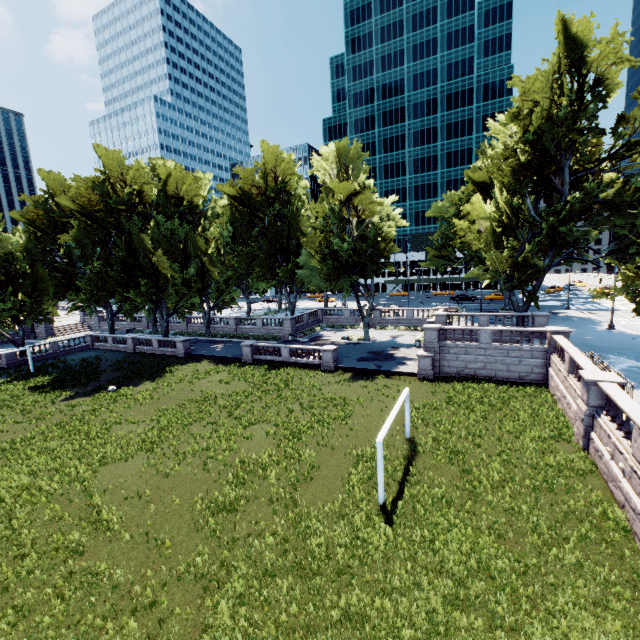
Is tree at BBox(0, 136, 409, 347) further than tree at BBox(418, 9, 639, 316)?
Yes

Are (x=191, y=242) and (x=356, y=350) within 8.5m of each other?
no

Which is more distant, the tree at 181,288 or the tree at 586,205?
the tree at 181,288
